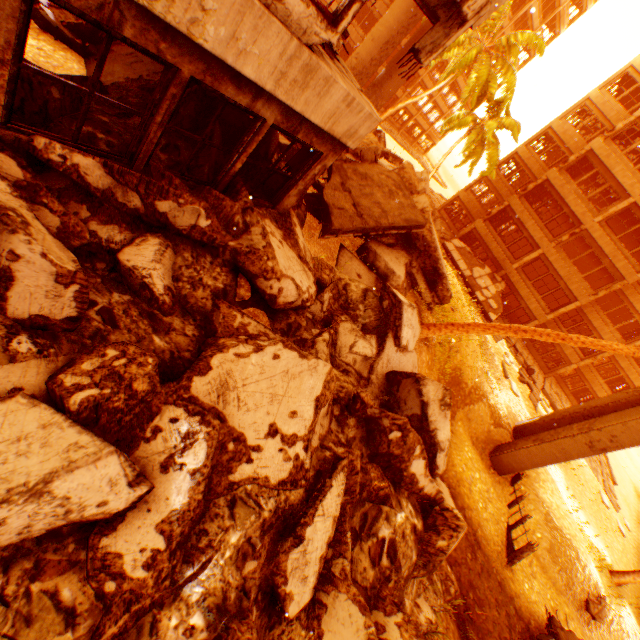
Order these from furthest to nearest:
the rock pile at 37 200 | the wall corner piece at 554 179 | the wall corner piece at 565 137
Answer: the wall corner piece at 565 137
the wall corner piece at 554 179
the rock pile at 37 200

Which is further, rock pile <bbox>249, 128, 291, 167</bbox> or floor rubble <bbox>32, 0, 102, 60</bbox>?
rock pile <bbox>249, 128, 291, 167</bbox>

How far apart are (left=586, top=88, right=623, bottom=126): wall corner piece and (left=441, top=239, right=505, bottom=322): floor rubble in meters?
14.5

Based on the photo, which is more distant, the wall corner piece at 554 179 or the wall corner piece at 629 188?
the wall corner piece at 554 179

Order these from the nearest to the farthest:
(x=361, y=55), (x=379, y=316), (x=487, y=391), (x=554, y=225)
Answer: (x=379, y=316) < (x=487, y=391) < (x=361, y=55) < (x=554, y=225)

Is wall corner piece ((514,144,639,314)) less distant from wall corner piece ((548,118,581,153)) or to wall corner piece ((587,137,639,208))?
wall corner piece ((587,137,639,208))

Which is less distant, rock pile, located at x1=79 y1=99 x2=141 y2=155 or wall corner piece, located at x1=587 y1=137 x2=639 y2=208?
rock pile, located at x1=79 y1=99 x2=141 y2=155

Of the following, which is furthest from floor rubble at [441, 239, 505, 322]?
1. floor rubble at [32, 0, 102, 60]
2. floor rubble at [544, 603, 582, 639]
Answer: floor rubble at [32, 0, 102, 60]
